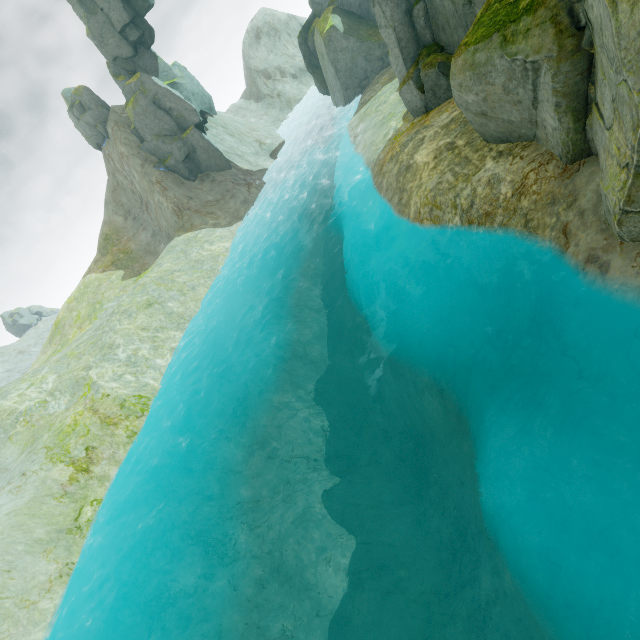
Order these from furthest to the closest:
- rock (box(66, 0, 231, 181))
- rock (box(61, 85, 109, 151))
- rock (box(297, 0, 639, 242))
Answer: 1. rock (box(61, 85, 109, 151))
2. rock (box(66, 0, 231, 181))
3. rock (box(297, 0, 639, 242))

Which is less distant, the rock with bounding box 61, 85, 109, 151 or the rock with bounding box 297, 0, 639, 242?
the rock with bounding box 297, 0, 639, 242

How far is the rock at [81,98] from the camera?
34.0 meters

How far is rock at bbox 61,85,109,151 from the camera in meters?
34.0 m

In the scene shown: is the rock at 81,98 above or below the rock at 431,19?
above

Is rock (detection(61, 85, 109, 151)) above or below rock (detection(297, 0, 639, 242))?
above

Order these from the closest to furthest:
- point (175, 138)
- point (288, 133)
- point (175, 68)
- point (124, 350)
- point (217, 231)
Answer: point (124, 350), point (217, 231), point (175, 138), point (175, 68), point (288, 133)
